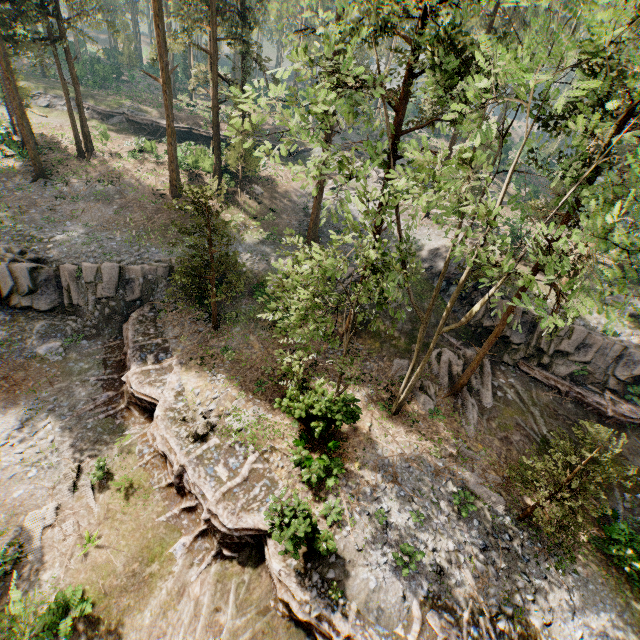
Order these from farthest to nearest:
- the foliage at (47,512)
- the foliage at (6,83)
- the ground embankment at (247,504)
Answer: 1. the foliage at (6,83)
2. the foliage at (47,512)
3. the ground embankment at (247,504)

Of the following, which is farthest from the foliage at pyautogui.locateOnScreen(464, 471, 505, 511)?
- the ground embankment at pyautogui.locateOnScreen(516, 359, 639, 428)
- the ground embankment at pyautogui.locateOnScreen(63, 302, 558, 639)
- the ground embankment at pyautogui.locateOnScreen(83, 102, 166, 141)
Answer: the ground embankment at pyautogui.locateOnScreen(83, 102, 166, 141)

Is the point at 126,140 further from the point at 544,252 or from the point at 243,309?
the point at 544,252

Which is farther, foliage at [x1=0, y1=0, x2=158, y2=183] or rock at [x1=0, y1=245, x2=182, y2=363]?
foliage at [x1=0, y1=0, x2=158, y2=183]

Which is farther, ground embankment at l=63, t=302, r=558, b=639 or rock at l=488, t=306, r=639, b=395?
rock at l=488, t=306, r=639, b=395

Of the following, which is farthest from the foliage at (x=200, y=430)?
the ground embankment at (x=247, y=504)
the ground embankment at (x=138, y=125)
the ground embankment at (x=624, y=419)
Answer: the ground embankment at (x=138, y=125)

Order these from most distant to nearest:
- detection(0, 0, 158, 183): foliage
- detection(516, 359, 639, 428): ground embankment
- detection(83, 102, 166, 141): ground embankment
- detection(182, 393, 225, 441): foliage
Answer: detection(83, 102, 166, 141): ground embankment → detection(0, 0, 158, 183): foliage → detection(516, 359, 639, 428): ground embankment → detection(182, 393, 225, 441): foliage

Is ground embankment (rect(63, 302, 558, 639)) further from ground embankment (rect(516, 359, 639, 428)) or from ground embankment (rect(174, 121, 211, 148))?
ground embankment (rect(174, 121, 211, 148))
